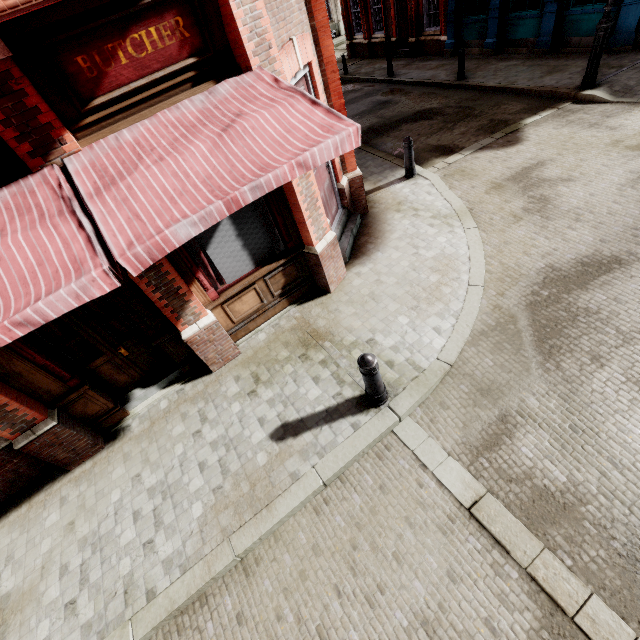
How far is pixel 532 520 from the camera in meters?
3.2 m

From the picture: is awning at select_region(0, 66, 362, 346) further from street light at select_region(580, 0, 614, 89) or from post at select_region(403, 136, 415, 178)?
street light at select_region(580, 0, 614, 89)

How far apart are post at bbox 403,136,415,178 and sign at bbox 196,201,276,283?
4.7 meters

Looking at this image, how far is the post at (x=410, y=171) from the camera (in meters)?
7.70

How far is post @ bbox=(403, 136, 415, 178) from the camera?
7.7m

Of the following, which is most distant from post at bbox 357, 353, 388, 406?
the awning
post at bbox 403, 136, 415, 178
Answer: post at bbox 403, 136, 415, 178

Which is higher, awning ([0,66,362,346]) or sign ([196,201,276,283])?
awning ([0,66,362,346])

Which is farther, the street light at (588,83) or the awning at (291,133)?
the street light at (588,83)
